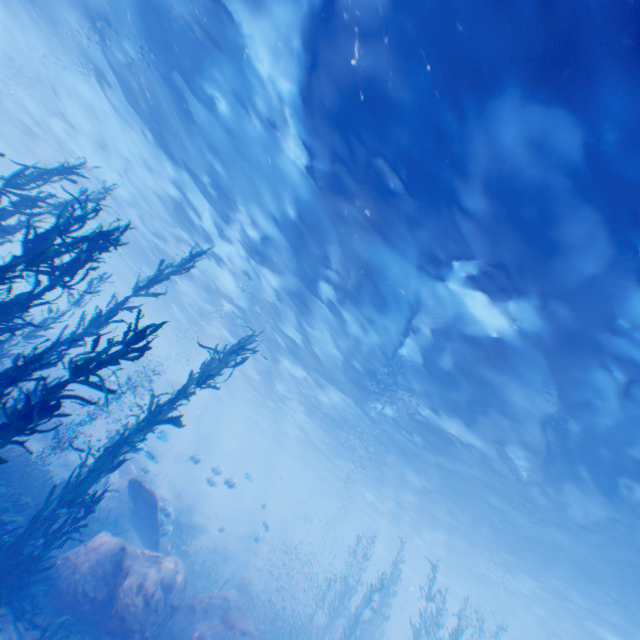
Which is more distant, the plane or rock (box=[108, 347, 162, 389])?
rock (box=[108, 347, 162, 389])

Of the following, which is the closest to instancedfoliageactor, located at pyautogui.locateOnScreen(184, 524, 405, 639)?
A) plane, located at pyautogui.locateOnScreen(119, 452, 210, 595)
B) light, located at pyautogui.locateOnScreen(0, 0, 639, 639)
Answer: plane, located at pyautogui.locateOnScreen(119, 452, 210, 595)

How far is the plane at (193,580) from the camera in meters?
11.7 m

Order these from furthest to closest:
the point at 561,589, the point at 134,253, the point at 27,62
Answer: the point at 134,253, the point at 561,589, the point at 27,62

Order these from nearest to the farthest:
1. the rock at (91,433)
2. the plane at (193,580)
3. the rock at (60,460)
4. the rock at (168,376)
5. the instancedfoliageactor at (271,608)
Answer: the plane at (193,580) → the instancedfoliageactor at (271,608) → the rock at (60,460) → the rock at (91,433) → the rock at (168,376)

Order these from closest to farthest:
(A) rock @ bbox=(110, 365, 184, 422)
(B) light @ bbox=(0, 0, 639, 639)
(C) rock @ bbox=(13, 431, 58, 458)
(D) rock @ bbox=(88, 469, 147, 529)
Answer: (B) light @ bbox=(0, 0, 639, 639) < (D) rock @ bbox=(88, 469, 147, 529) < (C) rock @ bbox=(13, 431, 58, 458) < (A) rock @ bbox=(110, 365, 184, 422)

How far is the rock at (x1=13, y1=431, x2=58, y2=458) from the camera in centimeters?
1919cm
